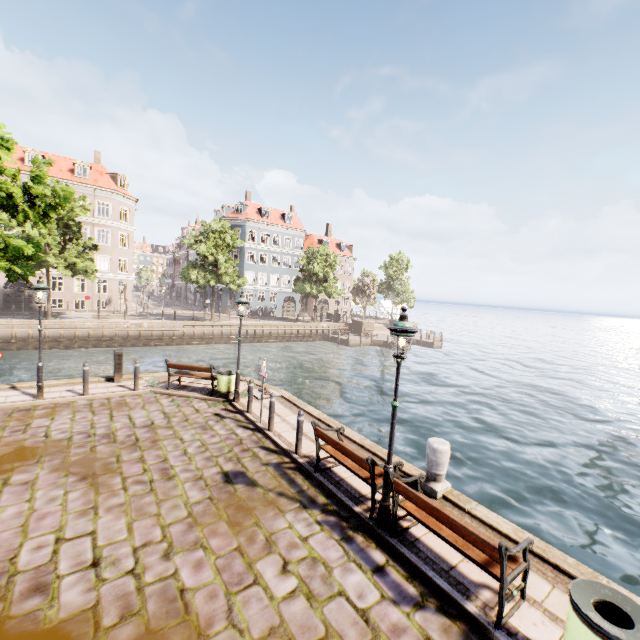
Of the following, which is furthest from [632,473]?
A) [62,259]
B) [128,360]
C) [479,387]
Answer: [62,259]

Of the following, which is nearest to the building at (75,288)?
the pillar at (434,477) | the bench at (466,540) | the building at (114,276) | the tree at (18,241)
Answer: the tree at (18,241)

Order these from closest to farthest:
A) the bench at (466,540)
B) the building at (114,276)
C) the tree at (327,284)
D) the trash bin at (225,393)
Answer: the bench at (466,540)
the trash bin at (225,393)
the building at (114,276)
the tree at (327,284)

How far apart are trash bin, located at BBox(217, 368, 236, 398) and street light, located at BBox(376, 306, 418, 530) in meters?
7.2 m

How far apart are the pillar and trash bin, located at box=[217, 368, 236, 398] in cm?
706

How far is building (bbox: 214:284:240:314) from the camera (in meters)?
47.06

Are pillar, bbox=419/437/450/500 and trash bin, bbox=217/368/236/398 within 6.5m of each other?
no
